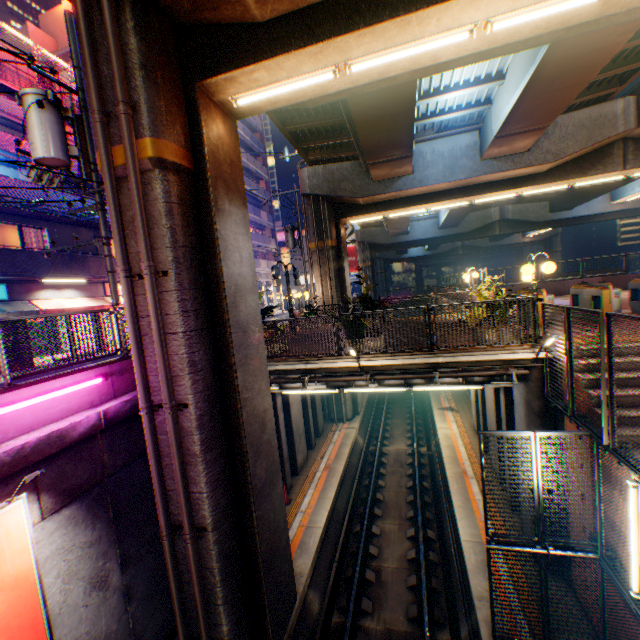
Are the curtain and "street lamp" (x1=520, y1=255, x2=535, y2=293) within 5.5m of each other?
no

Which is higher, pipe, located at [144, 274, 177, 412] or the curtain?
the curtain

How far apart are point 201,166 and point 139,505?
7.58m

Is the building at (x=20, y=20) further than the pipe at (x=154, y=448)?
Yes

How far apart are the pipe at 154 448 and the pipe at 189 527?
0.30m

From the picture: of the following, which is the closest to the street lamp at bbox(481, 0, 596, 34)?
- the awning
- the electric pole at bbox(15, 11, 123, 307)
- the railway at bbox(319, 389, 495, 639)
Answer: the electric pole at bbox(15, 11, 123, 307)

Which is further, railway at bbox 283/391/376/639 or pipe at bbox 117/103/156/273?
railway at bbox 283/391/376/639

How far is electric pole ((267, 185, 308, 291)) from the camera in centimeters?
2345cm
